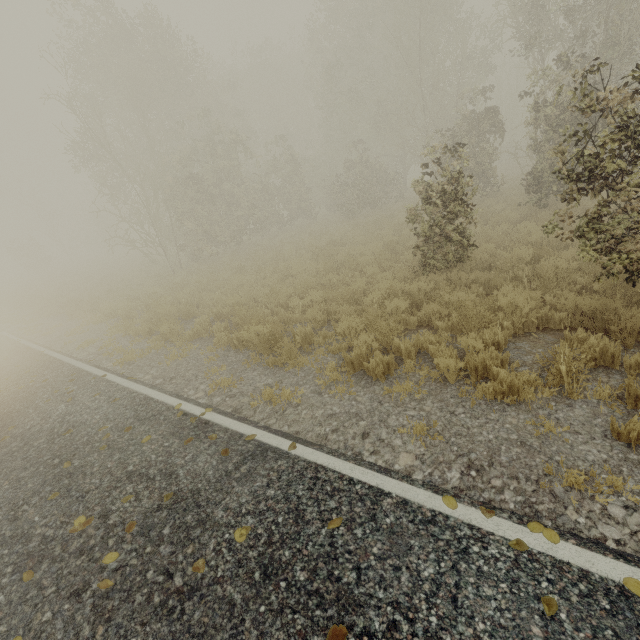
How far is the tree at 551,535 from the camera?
2.5 meters

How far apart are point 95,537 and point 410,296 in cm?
689

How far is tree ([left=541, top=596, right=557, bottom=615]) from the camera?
2.12m

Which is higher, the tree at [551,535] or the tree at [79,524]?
the tree at [79,524]

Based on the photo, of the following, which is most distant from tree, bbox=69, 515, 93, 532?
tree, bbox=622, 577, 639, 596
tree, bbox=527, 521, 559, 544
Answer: tree, bbox=622, 577, 639, 596

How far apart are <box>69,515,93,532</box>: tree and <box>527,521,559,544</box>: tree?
4.43m

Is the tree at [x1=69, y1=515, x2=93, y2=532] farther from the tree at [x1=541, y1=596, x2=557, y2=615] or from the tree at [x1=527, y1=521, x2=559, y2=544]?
the tree at [x1=541, y1=596, x2=557, y2=615]
